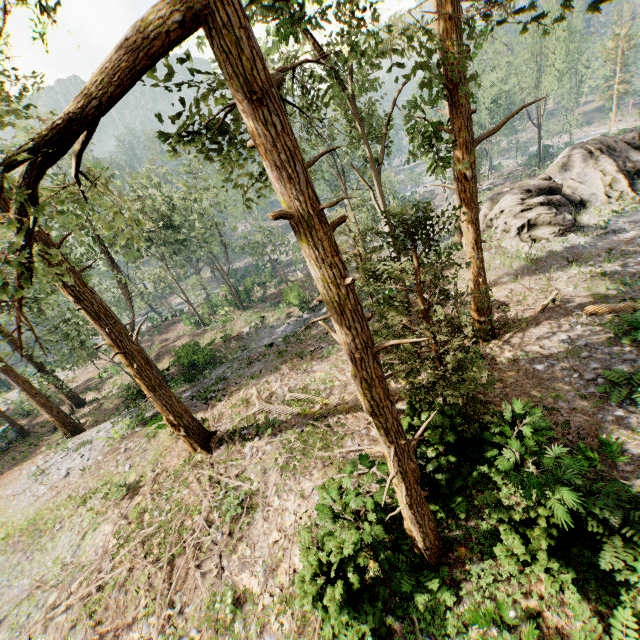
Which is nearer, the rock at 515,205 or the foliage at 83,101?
the foliage at 83,101

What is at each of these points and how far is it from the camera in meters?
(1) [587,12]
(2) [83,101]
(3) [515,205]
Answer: (1) foliage, 3.2
(2) foliage, 2.6
(3) rock, 20.2

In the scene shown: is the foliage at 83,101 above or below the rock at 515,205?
above

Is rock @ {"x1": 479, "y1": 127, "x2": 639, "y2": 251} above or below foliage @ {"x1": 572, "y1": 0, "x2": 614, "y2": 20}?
below

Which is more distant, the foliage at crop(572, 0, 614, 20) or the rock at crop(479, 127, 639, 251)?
the rock at crop(479, 127, 639, 251)
